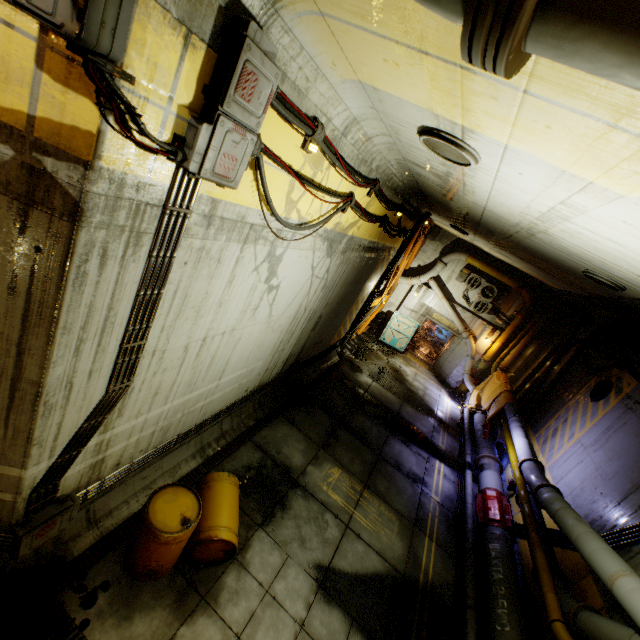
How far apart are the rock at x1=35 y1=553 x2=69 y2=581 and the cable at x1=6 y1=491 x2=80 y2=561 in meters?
0.3

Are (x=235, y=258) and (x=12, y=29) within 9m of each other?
yes

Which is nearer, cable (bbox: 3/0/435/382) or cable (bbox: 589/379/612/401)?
cable (bbox: 3/0/435/382)

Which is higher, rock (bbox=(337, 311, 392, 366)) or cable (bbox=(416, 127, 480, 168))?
cable (bbox=(416, 127, 480, 168))

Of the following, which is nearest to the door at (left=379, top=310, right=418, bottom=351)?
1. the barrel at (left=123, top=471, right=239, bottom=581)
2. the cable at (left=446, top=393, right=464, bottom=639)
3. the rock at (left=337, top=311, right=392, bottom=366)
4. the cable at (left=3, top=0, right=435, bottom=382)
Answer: the rock at (left=337, top=311, right=392, bottom=366)

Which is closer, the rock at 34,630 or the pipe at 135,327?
the pipe at 135,327

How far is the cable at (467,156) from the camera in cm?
367

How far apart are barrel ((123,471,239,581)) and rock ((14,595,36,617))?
0.8 meters
